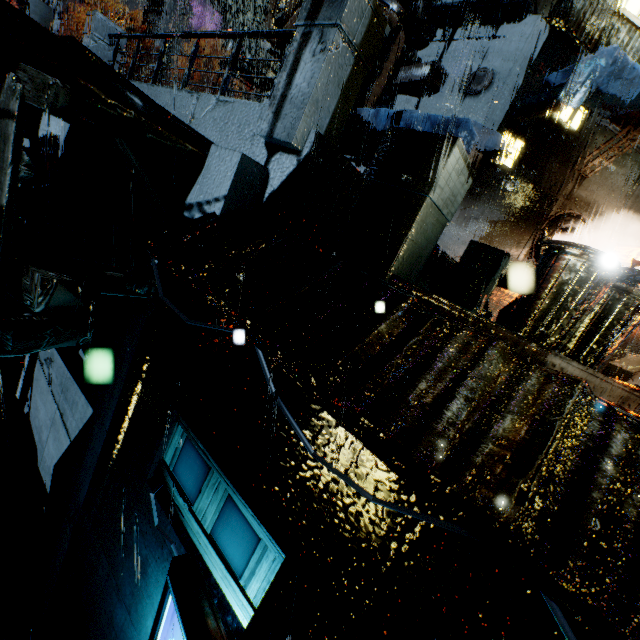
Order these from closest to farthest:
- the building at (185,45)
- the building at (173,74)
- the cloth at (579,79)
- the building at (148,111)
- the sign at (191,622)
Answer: the building at (148,111), the sign at (191,622), the cloth at (579,79), the building at (173,74), the building at (185,45)

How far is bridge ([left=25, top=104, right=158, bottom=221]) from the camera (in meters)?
7.54

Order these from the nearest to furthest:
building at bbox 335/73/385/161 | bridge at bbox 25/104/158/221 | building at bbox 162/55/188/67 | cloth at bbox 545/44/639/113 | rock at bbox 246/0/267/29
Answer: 1. bridge at bbox 25/104/158/221
2. cloth at bbox 545/44/639/113
3. building at bbox 335/73/385/161
4. building at bbox 162/55/188/67
5. rock at bbox 246/0/267/29

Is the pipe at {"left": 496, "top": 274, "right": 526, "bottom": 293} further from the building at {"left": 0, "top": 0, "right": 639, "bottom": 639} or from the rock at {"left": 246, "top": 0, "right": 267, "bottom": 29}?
the rock at {"left": 246, "top": 0, "right": 267, "bottom": 29}

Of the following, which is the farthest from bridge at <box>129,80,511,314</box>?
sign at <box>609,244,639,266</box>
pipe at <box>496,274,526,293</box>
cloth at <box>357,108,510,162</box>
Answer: sign at <box>609,244,639,266</box>

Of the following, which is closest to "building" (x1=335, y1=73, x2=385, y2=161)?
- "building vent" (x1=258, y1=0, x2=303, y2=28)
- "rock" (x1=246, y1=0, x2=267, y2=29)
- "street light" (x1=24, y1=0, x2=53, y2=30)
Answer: "building vent" (x1=258, y1=0, x2=303, y2=28)

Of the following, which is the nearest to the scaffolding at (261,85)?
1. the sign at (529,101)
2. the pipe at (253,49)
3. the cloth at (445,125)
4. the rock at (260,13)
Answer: the cloth at (445,125)

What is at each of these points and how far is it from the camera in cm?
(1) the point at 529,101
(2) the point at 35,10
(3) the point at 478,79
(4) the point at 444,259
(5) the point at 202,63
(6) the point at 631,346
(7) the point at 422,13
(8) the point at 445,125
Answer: (1) sign, 1039
(2) street light, 1076
(3) building vent, 1173
(4) bridge, 765
(5) building, 4881
(6) building, 1551
(7) building vent, 1254
(8) cloth, 965
